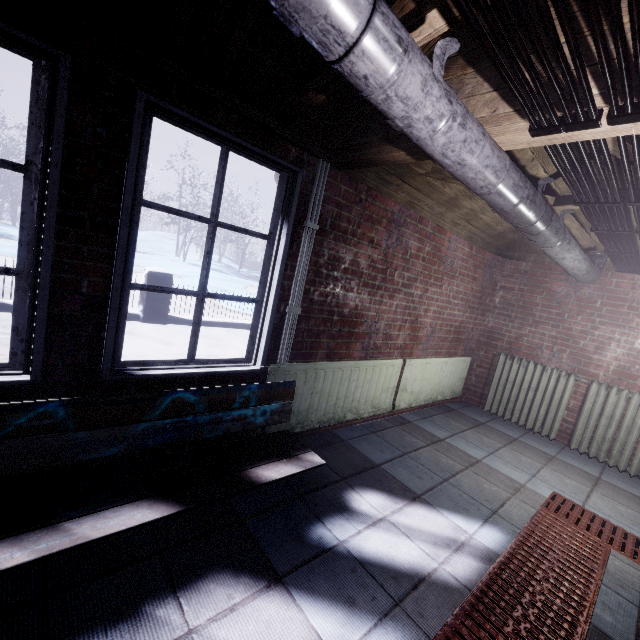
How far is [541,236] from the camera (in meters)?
2.03

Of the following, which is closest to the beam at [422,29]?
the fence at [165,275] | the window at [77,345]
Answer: the window at [77,345]

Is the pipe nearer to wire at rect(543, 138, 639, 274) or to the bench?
wire at rect(543, 138, 639, 274)

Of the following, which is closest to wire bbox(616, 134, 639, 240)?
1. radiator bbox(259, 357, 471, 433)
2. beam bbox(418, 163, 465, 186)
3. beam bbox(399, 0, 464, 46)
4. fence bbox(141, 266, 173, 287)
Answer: beam bbox(418, 163, 465, 186)

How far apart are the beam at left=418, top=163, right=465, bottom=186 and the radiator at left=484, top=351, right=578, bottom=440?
1.3m

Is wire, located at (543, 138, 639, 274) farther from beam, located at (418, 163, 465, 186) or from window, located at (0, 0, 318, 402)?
window, located at (0, 0, 318, 402)

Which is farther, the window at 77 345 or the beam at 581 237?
the beam at 581 237

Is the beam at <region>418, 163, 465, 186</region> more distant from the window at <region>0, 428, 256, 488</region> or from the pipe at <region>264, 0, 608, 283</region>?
the window at <region>0, 428, 256, 488</region>
